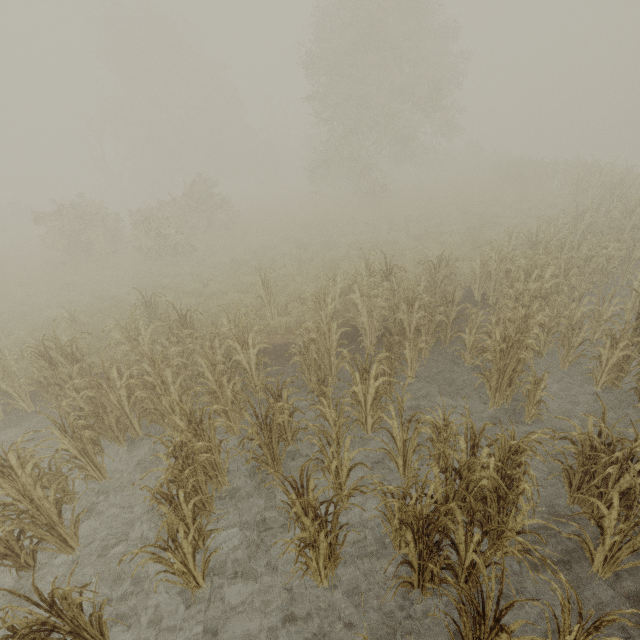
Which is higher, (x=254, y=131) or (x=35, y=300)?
(x=254, y=131)
